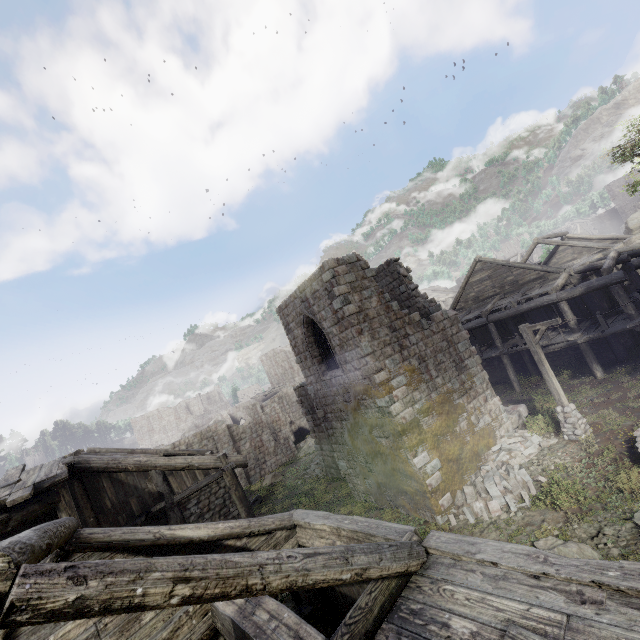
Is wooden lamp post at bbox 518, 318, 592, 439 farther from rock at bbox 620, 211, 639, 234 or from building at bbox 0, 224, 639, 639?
rock at bbox 620, 211, 639, 234

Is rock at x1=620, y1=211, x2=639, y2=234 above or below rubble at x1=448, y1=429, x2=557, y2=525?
above

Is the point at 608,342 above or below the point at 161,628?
below

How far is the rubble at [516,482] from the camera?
10.94m

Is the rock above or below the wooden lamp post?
above

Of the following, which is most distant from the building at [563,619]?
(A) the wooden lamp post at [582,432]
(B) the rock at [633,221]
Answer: (A) the wooden lamp post at [582,432]

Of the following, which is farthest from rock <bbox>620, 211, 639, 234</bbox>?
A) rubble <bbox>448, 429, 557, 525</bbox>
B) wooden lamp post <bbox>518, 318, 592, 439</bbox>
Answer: rubble <bbox>448, 429, 557, 525</bbox>

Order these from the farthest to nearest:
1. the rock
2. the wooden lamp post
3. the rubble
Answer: the rock < the wooden lamp post < the rubble
